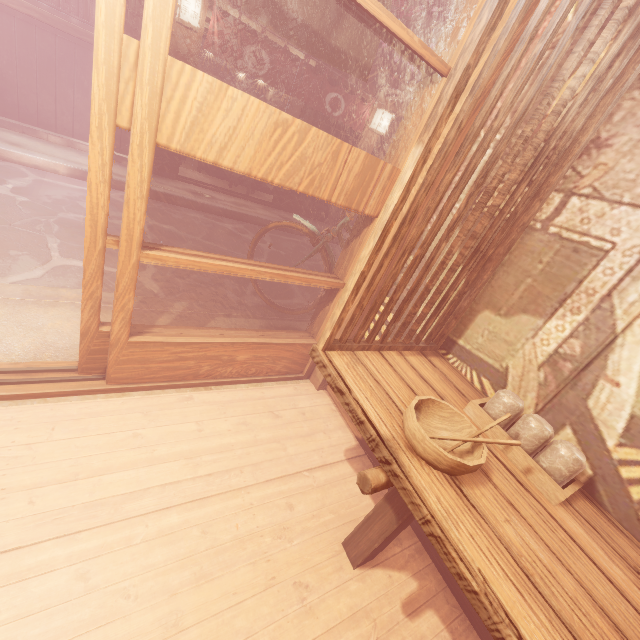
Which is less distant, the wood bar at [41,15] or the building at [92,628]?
the building at [92,628]

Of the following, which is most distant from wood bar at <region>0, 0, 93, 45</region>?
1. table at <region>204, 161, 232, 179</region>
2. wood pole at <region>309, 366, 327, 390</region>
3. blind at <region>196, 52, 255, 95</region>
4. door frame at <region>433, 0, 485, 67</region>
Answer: blind at <region>196, 52, 255, 95</region>

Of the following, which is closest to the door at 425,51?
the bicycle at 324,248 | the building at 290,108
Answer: the bicycle at 324,248

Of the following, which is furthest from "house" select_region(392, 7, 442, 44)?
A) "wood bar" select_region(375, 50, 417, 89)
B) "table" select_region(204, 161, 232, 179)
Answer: "table" select_region(204, 161, 232, 179)

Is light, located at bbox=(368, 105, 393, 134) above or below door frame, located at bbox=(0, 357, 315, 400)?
above

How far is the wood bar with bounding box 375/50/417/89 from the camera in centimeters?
1129cm

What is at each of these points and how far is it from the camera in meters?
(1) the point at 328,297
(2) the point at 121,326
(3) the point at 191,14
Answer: (1) door frame, 4.3
(2) door, 3.0
(3) light, 8.3

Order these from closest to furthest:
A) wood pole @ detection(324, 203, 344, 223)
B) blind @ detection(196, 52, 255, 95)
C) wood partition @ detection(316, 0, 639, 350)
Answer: wood partition @ detection(316, 0, 639, 350) → wood pole @ detection(324, 203, 344, 223) → blind @ detection(196, 52, 255, 95)
